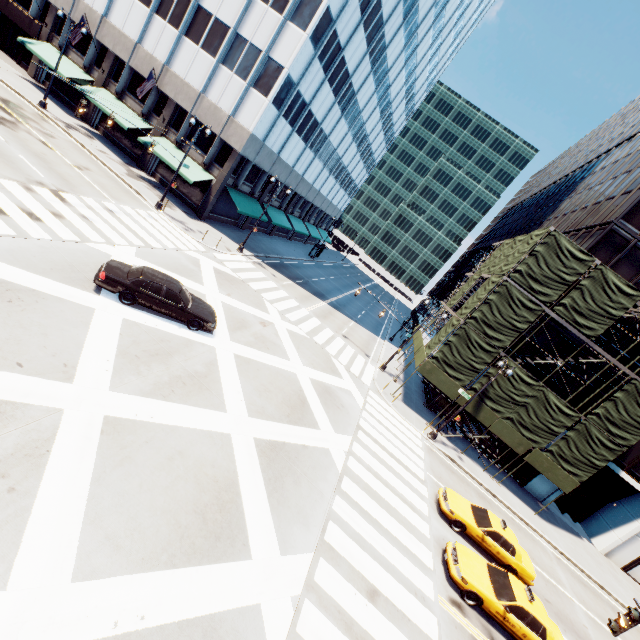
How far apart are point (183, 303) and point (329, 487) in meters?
10.0

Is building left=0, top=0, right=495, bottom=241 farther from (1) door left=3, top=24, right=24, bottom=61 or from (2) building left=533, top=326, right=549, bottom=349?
(2) building left=533, top=326, right=549, bottom=349

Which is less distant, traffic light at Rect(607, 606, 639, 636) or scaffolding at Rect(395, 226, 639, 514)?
traffic light at Rect(607, 606, 639, 636)

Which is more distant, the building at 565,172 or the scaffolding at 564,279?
the building at 565,172

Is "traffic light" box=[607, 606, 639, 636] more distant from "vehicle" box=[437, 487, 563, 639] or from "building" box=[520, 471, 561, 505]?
"building" box=[520, 471, 561, 505]

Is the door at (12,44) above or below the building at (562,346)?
below

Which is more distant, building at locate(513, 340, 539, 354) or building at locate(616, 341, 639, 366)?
building at locate(513, 340, 539, 354)

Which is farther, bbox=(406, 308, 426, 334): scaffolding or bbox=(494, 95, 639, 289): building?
bbox=(406, 308, 426, 334): scaffolding
